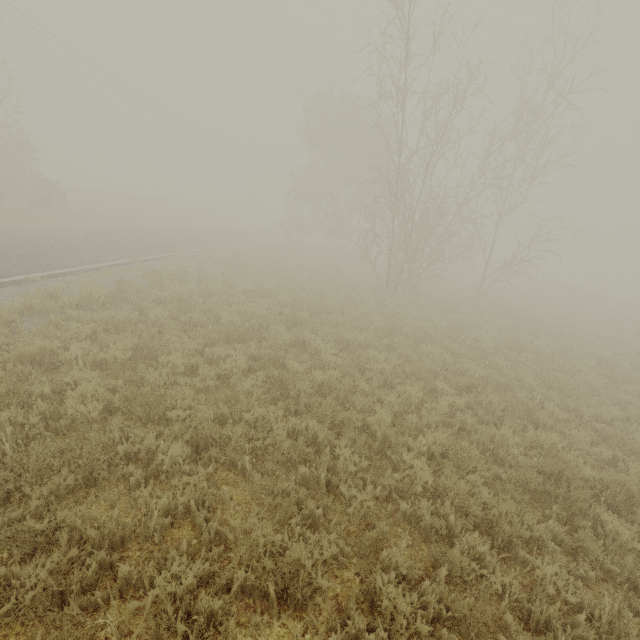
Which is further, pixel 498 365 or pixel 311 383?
pixel 498 365
